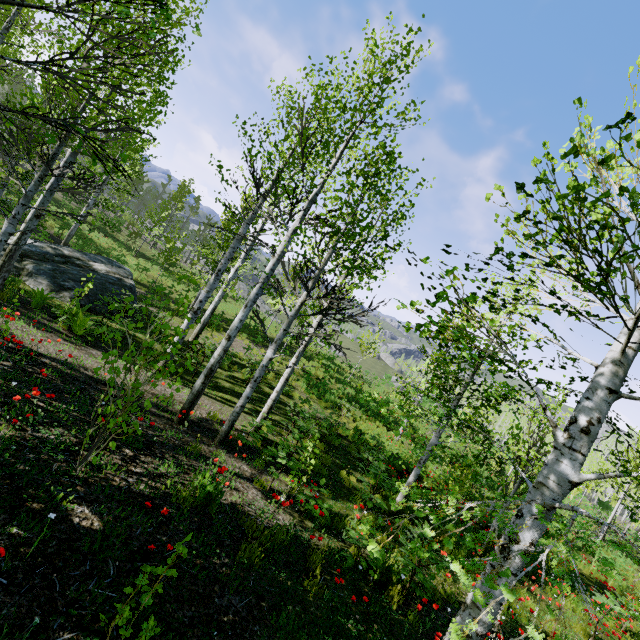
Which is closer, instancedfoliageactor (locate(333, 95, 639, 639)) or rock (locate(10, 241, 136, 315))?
instancedfoliageactor (locate(333, 95, 639, 639))

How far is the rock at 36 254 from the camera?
11.2 meters

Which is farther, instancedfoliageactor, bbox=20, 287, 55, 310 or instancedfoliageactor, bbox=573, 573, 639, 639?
instancedfoliageactor, bbox=20, 287, 55, 310

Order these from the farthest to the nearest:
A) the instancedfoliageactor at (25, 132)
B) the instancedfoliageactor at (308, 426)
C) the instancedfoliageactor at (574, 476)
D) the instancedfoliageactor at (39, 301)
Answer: the instancedfoliageactor at (39, 301) < the instancedfoliageactor at (308, 426) < the instancedfoliageactor at (25, 132) < the instancedfoliageactor at (574, 476)

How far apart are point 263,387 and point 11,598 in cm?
1077

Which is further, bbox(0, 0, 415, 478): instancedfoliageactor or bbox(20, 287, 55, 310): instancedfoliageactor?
bbox(20, 287, 55, 310): instancedfoliageactor

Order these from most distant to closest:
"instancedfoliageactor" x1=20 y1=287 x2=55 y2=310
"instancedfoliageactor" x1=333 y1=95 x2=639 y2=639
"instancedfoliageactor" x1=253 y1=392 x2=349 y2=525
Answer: "instancedfoliageactor" x1=20 y1=287 x2=55 y2=310
"instancedfoliageactor" x1=253 y1=392 x2=349 y2=525
"instancedfoliageactor" x1=333 y1=95 x2=639 y2=639

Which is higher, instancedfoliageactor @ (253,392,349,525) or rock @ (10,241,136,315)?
instancedfoliageactor @ (253,392,349,525)
